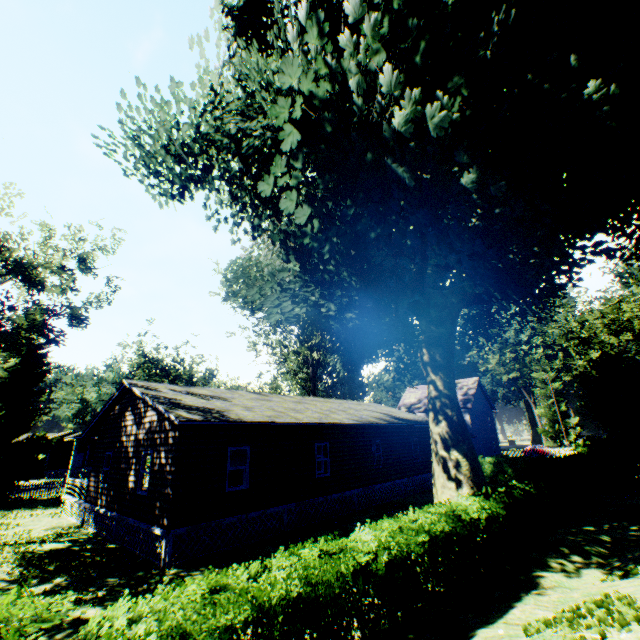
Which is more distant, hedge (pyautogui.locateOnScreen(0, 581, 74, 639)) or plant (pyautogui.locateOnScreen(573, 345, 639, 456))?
plant (pyautogui.locateOnScreen(573, 345, 639, 456))

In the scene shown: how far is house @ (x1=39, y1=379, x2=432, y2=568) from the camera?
11.5 meters

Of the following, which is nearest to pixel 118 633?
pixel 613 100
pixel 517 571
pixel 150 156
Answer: pixel 517 571

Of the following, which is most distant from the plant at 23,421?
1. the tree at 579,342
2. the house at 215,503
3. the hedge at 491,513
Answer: the tree at 579,342

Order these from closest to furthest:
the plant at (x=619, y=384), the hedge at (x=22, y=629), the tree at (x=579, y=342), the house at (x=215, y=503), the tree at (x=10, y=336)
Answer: the hedge at (x=22, y=629) → the house at (x=215, y=503) → the tree at (x=10, y=336) → the plant at (x=619, y=384) → the tree at (x=579, y=342)

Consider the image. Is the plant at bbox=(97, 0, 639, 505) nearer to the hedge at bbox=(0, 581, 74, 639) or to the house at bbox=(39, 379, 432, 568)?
the hedge at bbox=(0, 581, 74, 639)
